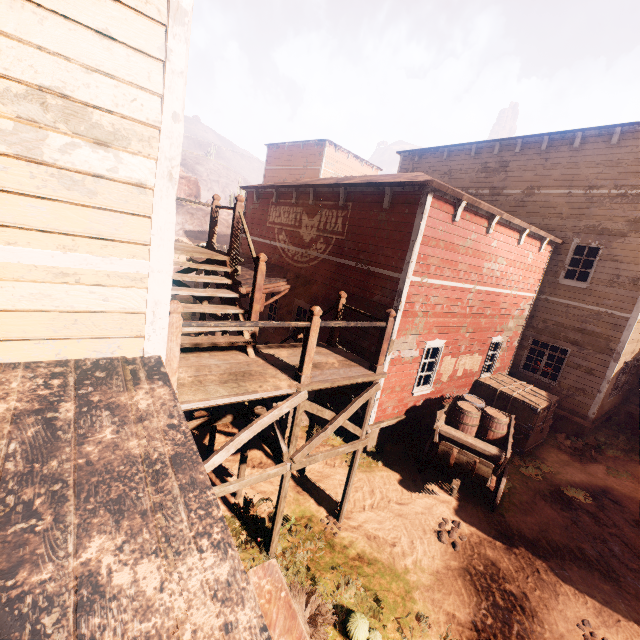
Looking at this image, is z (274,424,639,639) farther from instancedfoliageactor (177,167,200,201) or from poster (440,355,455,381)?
instancedfoliageactor (177,167,200,201)

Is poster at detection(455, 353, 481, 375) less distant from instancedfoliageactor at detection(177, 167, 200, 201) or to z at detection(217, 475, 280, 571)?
z at detection(217, 475, 280, 571)

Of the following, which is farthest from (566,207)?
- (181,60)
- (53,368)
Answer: (53,368)

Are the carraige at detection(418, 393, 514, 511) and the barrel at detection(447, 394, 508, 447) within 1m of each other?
yes

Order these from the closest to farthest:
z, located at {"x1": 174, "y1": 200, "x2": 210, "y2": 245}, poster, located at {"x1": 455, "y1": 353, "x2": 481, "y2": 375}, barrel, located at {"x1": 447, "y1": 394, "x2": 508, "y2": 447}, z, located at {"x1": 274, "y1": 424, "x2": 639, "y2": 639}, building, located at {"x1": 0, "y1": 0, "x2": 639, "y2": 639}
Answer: building, located at {"x1": 0, "y1": 0, "x2": 639, "y2": 639} → z, located at {"x1": 274, "y1": 424, "x2": 639, "y2": 639} → barrel, located at {"x1": 447, "y1": 394, "x2": 508, "y2": 447} → poster, located at {"x1": 455, "y1": 353, "x2": 481, "y2": 375} → z, located at {"x1": 174, "y1": 200, "x2": 210, "y2": 245}

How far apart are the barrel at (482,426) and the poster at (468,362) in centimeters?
119cm

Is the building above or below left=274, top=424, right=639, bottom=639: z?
above

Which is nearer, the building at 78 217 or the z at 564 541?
the building at 78 217
